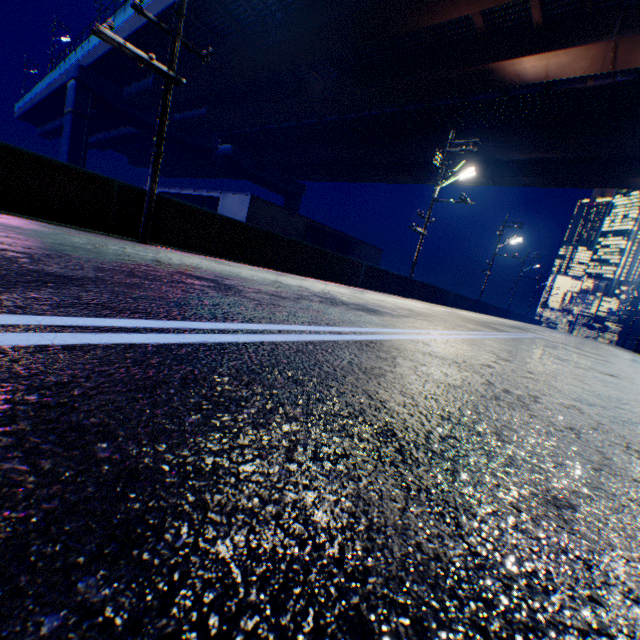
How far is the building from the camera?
22.9 meters

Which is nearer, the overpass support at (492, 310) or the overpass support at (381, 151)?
the overpass support at (381, 151)

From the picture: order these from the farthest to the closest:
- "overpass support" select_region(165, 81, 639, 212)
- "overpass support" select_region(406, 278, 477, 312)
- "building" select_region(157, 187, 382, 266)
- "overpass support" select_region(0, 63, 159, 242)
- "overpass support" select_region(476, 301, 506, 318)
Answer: "overpass support" select_region(476, 301, 506, 318), "building" select_region(157, 187, 382, 266), "overpass support" select_region(165, 81, 639, 212), "overpass support" select_region(406, 278, 477, 312), "overpass support" select_region(0, 63, 159, 242)

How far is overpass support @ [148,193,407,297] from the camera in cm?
882

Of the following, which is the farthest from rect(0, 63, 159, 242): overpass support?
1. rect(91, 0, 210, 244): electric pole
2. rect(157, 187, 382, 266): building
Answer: rect(157, 187, 382, 266): building

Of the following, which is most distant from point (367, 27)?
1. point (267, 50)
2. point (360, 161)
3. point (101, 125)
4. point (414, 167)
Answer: point (101, 125)

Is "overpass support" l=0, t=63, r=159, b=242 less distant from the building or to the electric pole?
the electric pole

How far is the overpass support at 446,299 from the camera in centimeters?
2130cm
